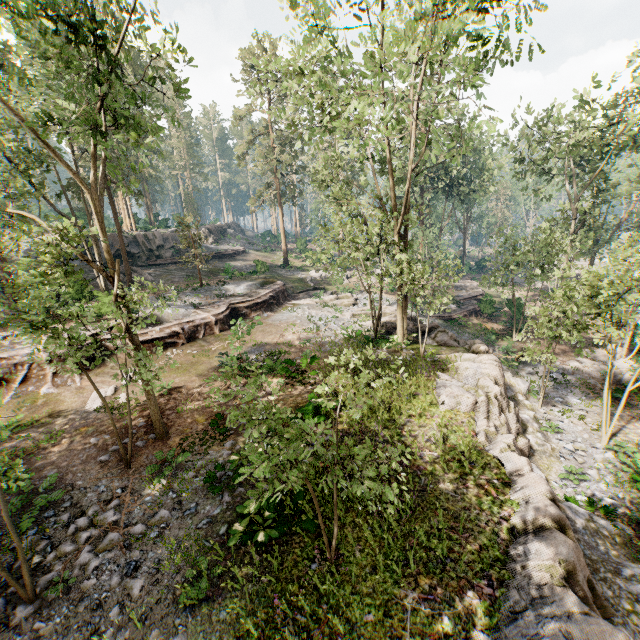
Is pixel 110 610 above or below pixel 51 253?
below

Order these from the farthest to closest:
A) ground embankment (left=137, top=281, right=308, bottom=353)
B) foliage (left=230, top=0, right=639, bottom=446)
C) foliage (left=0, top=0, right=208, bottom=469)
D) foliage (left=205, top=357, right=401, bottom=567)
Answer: ground embankment (left=137, top=281, right=308, bottom=353) → foliage (left=230, top=0, right=639, bottom=446) → foliage (left=0, top=0, right=208, bottom=469) → foliage (left=205, top=357, right=401, bottom=567)

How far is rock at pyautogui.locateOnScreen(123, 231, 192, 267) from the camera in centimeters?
3453cm

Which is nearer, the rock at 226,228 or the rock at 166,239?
the rock at 166,239

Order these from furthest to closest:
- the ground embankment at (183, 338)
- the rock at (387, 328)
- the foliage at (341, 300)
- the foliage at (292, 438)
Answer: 1. the foliage at (341, 300)
2. the rock at (387, 328)
3. the ground embankment at (183, 338)
4. the foliage at (292, 438)

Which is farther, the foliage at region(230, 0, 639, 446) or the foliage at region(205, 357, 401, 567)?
the foliage at region(230, 0, 639, 446)

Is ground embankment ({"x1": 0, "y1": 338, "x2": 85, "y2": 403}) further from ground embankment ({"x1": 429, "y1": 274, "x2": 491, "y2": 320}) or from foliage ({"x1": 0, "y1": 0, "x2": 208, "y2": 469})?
ground embankment ({"x1": 429, "y1": 274, "x2": 491, "y2": 320})
